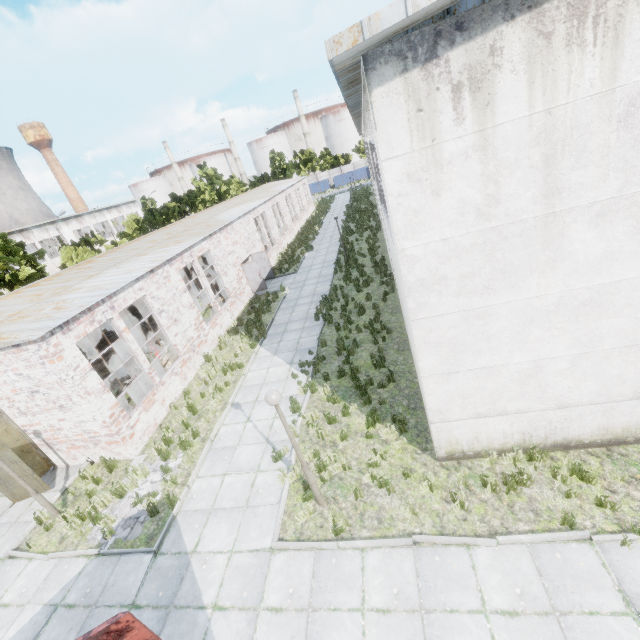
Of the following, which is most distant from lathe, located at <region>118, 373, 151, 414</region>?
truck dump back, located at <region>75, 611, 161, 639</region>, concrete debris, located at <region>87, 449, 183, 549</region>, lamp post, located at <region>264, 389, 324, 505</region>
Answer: truck dump back, located at <region>75, 611, 161, 639</region>

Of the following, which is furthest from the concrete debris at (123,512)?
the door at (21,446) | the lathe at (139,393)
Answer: the door at (21,446)

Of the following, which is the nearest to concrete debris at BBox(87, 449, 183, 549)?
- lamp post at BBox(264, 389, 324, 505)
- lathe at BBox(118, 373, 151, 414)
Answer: lathe at BBox(118, 373, 151, 414)

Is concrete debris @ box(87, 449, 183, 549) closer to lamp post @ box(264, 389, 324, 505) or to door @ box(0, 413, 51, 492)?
door @ box(0, 413, 51, 492)

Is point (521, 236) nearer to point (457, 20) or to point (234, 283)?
point (457, 20)

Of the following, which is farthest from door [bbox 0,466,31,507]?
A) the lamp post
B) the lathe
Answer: the lamp post

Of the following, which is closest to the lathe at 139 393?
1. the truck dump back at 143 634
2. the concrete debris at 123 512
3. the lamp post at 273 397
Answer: the concrete debris at 123 512

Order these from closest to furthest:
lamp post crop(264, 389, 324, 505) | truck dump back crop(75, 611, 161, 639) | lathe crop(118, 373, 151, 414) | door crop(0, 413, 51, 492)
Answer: truck dump back crop(75, 611, 161, 639)
lamp post crop(264, 389, 324, 505)
door crop(0, 413, 51, 492)
lathe crop(118, 373, 151, 414)
